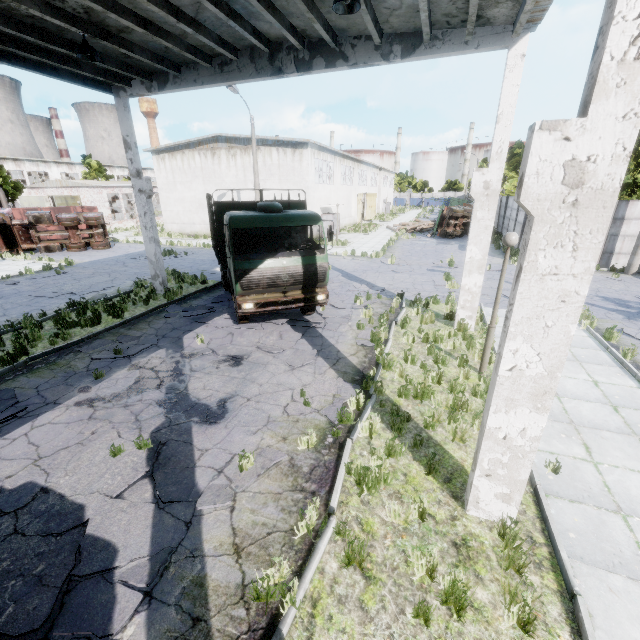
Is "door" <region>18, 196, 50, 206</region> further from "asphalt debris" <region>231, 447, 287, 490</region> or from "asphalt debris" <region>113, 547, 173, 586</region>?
"asphalt debris" <region>231, 447, 287, 490</region>

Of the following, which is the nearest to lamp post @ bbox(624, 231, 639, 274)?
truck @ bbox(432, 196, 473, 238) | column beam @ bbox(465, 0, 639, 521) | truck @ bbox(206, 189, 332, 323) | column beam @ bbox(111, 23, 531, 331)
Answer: column beam @ bbox(111, 23, 531, 331)

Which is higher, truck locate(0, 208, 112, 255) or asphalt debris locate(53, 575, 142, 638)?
truck locate(0, 208, 112, 255)

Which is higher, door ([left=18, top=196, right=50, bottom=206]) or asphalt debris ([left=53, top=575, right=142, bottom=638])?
door ([left=18, top=196, right=50, bottom=206])

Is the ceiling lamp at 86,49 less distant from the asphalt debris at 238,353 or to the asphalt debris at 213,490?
the asphalt debris at 238,353

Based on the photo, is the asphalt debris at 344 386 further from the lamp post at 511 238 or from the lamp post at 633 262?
the lamp post at 633 262

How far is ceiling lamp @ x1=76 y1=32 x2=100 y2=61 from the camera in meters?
7.9

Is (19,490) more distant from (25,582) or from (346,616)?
(346,616)
